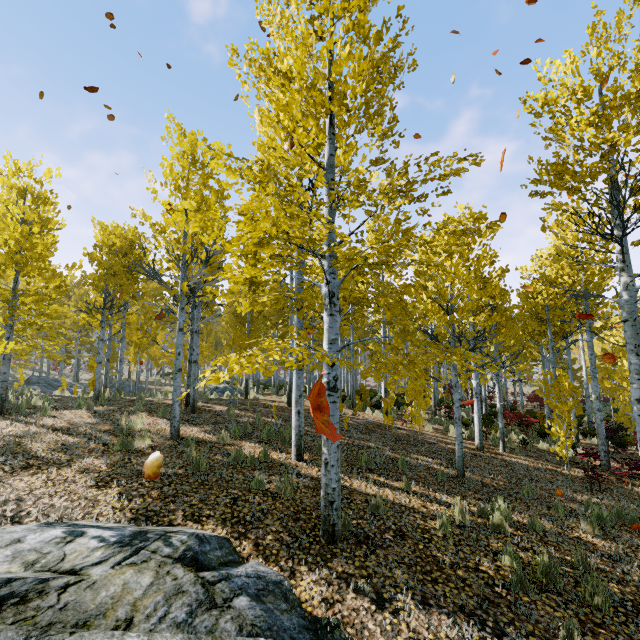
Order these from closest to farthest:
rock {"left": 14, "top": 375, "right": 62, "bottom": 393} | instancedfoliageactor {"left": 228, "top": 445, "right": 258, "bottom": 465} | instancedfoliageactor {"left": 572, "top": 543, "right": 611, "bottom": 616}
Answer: instancedfoliageactor {"left": 572, "top": 543, "right": 611, "bottom": 616} → instancedfoliageactor {"left": 228, "top": 445, "right": 258, "bottom": 465} → rock {"left": 14, "top": 375, "right": 62, "bottom": 393}

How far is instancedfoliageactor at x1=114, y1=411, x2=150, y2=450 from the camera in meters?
6.7

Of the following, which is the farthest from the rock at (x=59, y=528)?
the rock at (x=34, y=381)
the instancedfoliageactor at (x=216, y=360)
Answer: the rock at (x=34, y=381)

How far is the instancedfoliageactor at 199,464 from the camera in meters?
6.0

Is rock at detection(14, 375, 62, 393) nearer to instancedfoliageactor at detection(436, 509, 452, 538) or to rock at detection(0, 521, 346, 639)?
instancedfoliageactor at detection(436, 509, 452, 538)

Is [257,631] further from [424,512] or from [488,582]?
[424,512]
